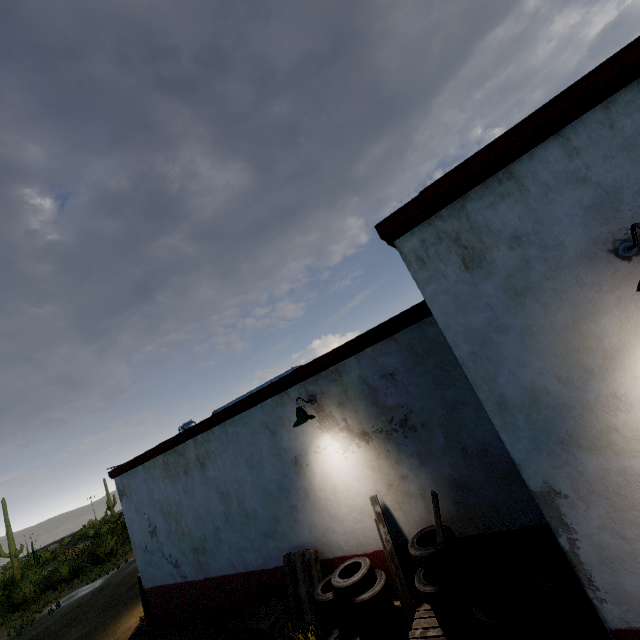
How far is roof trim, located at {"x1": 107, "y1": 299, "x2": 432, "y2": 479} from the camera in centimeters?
514cm

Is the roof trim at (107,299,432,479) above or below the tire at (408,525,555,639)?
above

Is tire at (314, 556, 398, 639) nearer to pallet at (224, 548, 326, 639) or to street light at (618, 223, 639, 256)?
pallet at (224, 548, 326, 639)

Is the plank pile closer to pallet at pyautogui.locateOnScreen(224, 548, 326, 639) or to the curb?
pallet at pyautogui.locateOnScreen(224, 548, 326, 639)

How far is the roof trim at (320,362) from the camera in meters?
5.1 m

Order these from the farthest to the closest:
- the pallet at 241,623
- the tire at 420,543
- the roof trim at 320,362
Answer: the pallet at 241,623 < the roof trim at 320,362 < the tire at 420,543

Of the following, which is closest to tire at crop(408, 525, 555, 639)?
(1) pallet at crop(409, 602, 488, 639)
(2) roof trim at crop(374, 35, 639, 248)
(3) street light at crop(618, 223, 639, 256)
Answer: (1) pallet at crop(409, 602, 488, 639)

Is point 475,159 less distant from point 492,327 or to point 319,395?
point 492,327
